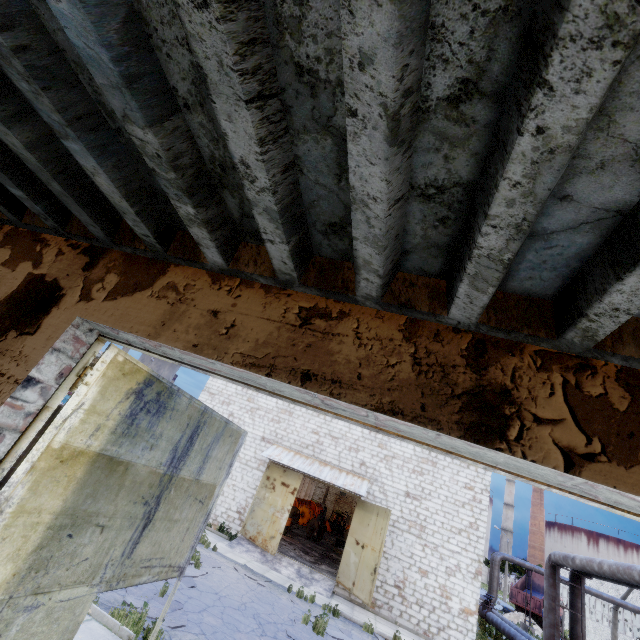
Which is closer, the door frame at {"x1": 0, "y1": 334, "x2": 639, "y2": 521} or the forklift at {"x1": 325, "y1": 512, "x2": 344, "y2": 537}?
the door frame at {"x1": 0, "y1": 334, "x2": 639, "y2": 521}

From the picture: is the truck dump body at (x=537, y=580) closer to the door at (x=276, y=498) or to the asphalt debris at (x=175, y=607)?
the door at (x=276, y=498)

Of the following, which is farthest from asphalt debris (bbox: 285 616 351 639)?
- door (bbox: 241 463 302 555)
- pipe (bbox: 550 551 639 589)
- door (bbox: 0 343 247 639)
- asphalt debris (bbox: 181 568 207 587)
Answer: pipe (bbox: 550 551 639 589)

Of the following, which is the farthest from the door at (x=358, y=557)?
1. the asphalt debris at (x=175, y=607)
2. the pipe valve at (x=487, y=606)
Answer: the pipe valve at (x=487, y=606)

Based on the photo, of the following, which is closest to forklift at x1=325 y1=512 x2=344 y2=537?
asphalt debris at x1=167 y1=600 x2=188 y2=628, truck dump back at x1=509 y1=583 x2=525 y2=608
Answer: truck dump back at x1=509 y1=583 x2=525 y2=608

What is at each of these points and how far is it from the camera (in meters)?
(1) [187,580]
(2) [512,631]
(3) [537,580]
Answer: (1) asphalt debris, 9.88
(2) pipe, 17.30
(3) truck dump body, 38.38

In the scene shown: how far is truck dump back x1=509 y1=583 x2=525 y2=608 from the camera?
33.81m

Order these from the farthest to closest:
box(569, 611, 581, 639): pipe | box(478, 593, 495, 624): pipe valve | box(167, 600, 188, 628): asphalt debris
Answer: box(478, 593, 495, 624): pipe valve, box(569, 611, 581, 639): pipe, box(167, 600, 188, 628): asphalt debris
